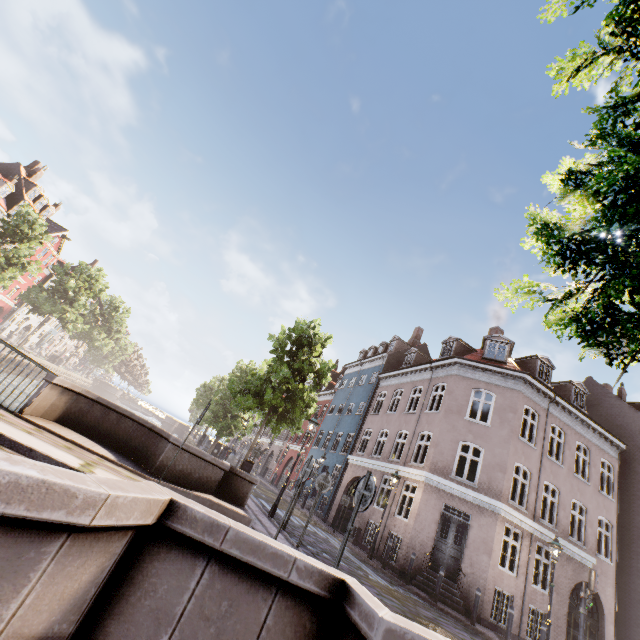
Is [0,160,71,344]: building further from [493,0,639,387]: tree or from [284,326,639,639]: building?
[284,326,639,639]: building

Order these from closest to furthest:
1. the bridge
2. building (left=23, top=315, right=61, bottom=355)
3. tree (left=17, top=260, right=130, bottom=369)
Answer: the bridge, tree (left=17, top=260, right=130, bottom=369), building (left=23, top=315, right=61, bottom=355)

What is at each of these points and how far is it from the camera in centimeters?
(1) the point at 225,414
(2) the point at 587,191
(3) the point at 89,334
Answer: (1) tree, 2703cm
(2) tree, 237cm
(3) tree, 4838cm

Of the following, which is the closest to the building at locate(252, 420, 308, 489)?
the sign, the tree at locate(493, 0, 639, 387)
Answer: the tree at locate(493, 0, 639, 387)

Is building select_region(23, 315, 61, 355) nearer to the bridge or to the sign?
the bridge

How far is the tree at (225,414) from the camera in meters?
14.5 m

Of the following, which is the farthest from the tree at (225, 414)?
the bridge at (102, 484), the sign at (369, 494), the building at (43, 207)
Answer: the building at (43, 207)

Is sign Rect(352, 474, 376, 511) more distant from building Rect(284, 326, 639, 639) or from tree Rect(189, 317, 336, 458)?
building Rect(284, 326, 639, 639)
